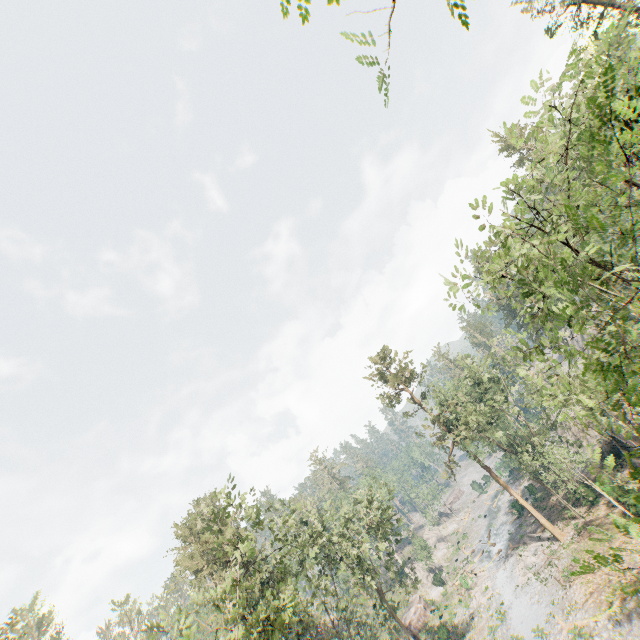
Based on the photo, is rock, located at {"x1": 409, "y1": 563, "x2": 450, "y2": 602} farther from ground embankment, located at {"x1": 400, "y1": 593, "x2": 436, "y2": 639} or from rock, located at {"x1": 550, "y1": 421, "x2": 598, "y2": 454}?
rock, located at {"x1": 550, "y1": 421, "x2": 598, "y2": 454}

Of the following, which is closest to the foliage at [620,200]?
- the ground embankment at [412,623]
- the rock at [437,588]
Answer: → the ground embankment at [412,623]

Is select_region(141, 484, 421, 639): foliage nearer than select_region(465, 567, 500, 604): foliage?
Yes

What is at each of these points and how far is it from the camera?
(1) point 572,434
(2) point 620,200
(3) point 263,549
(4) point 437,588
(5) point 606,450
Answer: (1) rock, 45.4 meters
(2) foliage, 8.2 meters
(3) foliage, 50.1 meters
(4) rock, 49.6 meters
(5) rock, 33.1 meters

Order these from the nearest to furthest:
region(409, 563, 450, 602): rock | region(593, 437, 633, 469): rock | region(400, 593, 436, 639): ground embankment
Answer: region(593, 437, 633, 469): rock, region(400, 593, 436, 639): ground embankment, region(409, 563, 450, 602): rock

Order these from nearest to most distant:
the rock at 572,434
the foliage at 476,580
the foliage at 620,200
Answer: the foliage at 620,200 < the foliage at 476,580 < the rock at 572,434

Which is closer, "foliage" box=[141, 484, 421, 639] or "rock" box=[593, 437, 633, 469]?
"foliage" box=[141, 484, 421, 639]
